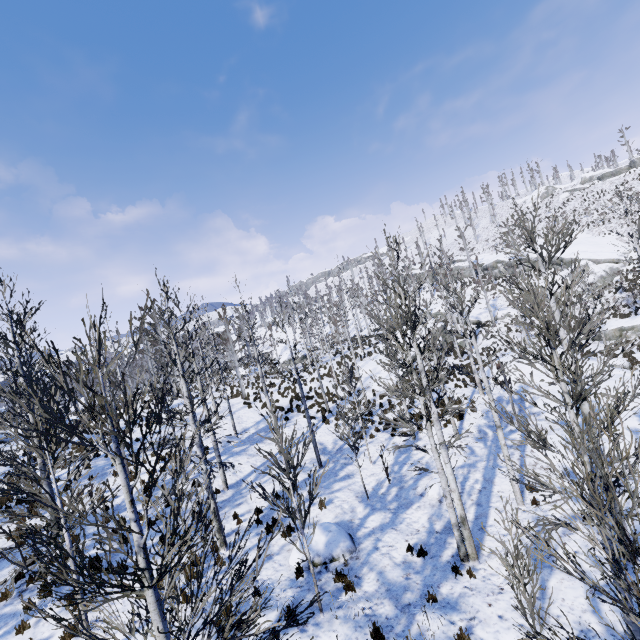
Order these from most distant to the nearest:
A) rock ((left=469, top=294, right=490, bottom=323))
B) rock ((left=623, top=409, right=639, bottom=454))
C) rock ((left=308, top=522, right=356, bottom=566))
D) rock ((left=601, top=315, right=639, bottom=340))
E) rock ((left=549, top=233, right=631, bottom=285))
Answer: rock ((left=469, top=294, right=490, bottom=323)) < rock ((left=549, top=233, right=631, bottom=285)) < rock ((left=601, top=315, right=639, bottom=340)) < rock ((left=623, top=409, right=639, bottom=454)) < rock ((left=308, top=522, right=356, bottom=566))

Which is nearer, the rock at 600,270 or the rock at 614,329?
the rock at 614,329

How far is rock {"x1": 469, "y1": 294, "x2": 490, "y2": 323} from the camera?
40.84m

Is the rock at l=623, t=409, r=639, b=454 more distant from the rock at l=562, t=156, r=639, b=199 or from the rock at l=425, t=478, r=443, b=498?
the rock at l=562, t=156, r=639, b=199

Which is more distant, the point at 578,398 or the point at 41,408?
the point at 578,398

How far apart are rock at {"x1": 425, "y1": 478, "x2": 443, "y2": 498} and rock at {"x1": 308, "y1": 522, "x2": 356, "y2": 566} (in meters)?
3.37

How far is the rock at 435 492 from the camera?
12.0m

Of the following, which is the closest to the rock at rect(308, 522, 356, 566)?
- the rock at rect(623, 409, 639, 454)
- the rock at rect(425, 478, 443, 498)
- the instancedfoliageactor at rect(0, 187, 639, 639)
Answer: the instancedfoliageactor at rect(0, 187, 639, 639)
